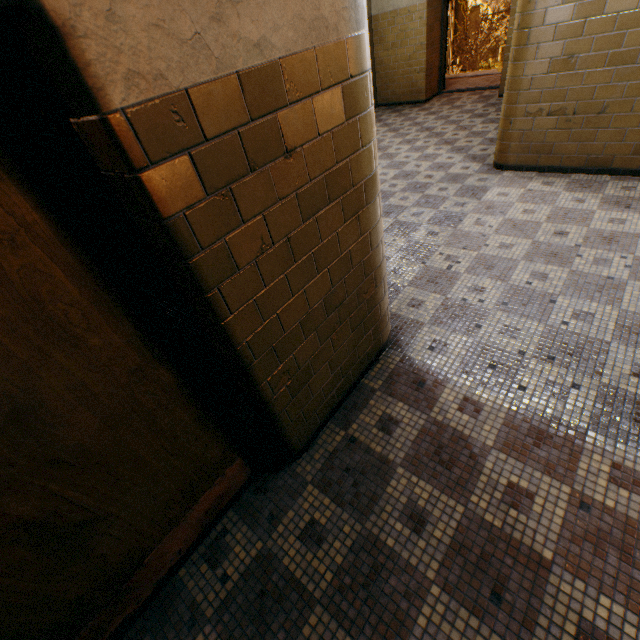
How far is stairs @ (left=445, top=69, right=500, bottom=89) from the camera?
8.89m

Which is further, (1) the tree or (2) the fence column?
(2) the fence column

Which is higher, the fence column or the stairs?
the fence column

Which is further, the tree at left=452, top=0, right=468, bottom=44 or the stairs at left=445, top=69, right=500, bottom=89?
the tree at left=452, top=0, right=468, bottom=44

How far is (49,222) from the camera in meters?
0.9 m

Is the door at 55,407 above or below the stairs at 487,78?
above

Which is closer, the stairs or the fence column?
the stairs

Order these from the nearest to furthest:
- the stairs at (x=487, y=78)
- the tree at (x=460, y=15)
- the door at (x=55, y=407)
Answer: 1. the door at (x=55, y=407)
2. the stairs at (x=487, y=78)
3. the tree at (x=460, y=15)
